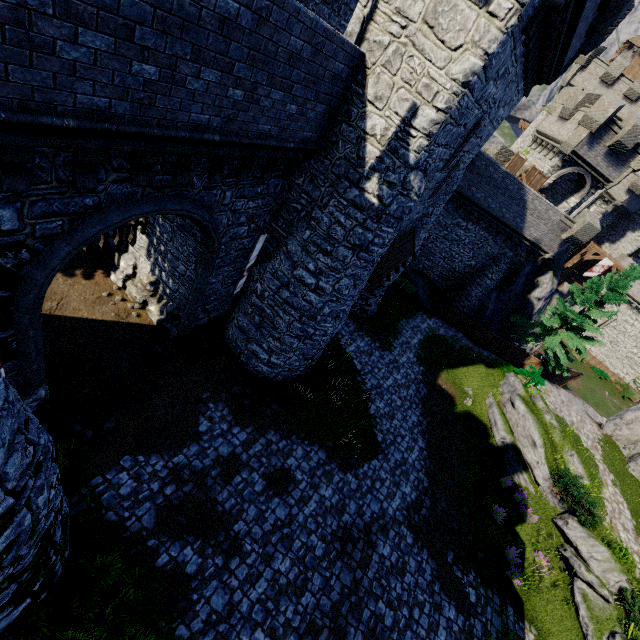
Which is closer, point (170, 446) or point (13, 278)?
point (13, 278)

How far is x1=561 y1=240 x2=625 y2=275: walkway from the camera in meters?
36.4

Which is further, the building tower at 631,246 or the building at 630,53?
the building at 630,53

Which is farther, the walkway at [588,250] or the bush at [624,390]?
the bush at [624,390]

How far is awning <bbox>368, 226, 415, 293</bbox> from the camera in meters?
12.9

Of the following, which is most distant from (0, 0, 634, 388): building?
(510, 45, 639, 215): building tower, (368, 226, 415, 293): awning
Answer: (510, 45, 639, 215): building tower

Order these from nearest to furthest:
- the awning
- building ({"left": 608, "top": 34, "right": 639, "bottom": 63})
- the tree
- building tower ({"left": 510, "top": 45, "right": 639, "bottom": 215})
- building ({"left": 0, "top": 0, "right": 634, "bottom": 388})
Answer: building ({"left": 0, "top": 0, "right": 634, "bottom": 388}) → the awning → the tree → building tower ({"left": 510, "top": 45, "right": 639, "bottom": 215}) → building ({"left": 608, "top": 34, "right": 639, "bottom": 63})

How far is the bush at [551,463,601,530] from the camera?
14.1 meters
